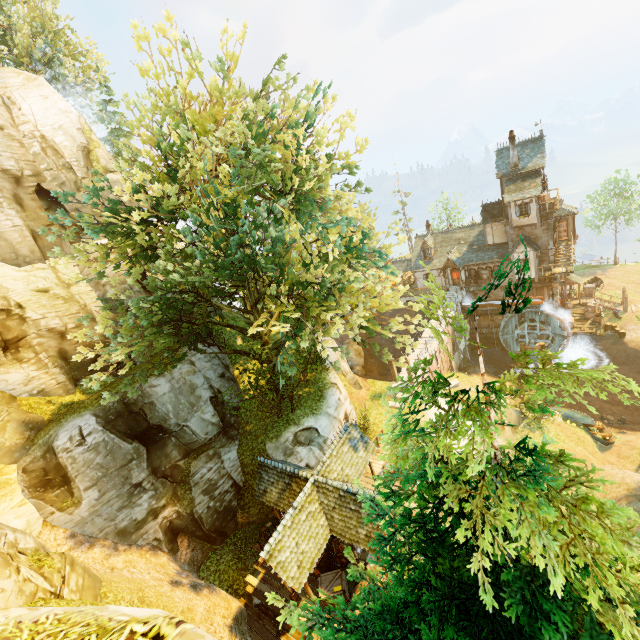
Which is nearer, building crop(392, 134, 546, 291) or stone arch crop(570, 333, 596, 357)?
building crop(392, 134, 546, 291)

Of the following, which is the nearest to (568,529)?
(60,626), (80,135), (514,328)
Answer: (60,626)

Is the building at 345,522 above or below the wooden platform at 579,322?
above

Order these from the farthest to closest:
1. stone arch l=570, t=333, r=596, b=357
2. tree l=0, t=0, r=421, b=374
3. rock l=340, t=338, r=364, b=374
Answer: rock l=340, t=338, r=364, b=374 < stone arch l=570, t=333, r=596, b=357 < tree l=0, t=0, r=421, b=374

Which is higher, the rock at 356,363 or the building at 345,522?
the building at 345,522

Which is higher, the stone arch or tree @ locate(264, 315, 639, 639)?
tree @ locate(264, 315, 639, 639)

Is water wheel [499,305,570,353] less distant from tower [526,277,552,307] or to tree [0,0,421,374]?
tower [526,277,552,307]

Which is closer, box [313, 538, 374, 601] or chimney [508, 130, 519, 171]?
box [313, 538, 374, 601]
